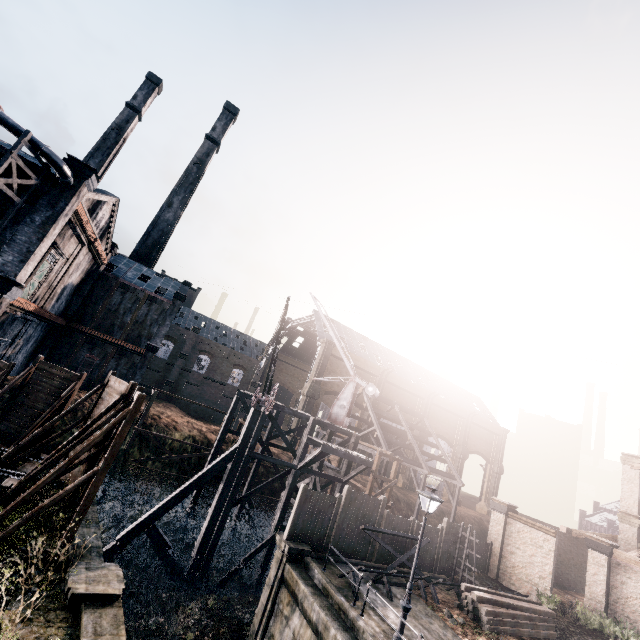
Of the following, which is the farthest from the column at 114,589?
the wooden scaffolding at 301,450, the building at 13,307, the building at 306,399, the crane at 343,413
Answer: the building at 306,399

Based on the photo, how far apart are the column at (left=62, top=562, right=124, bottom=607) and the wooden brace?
9.8 meters

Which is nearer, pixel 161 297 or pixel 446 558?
pixel 446 558

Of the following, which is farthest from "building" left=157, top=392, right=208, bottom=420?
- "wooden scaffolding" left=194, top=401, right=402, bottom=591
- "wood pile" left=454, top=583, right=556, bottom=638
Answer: "wood pile" left=454, top=583, right=556, bottom=638

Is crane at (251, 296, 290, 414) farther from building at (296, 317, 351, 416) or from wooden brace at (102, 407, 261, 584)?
building at (296, 317, 351, 416)

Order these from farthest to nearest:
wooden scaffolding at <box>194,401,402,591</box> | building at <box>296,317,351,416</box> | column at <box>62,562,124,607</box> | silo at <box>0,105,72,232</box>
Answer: building at <box>296,317,351,416</box>
wooden scaffolding at <box>194,401,402,591</box>
silo at <box>0,105,72,232</box>
column at <box>62,562,124,607</box>

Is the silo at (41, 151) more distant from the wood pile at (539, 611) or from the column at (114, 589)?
the wood pile at (539, 611)

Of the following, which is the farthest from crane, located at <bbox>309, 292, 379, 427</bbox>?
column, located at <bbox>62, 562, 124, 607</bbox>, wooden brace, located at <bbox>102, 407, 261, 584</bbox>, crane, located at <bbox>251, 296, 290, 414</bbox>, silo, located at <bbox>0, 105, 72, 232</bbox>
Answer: silo, located at <bbox>0, 105, 72, 232</bbox>
